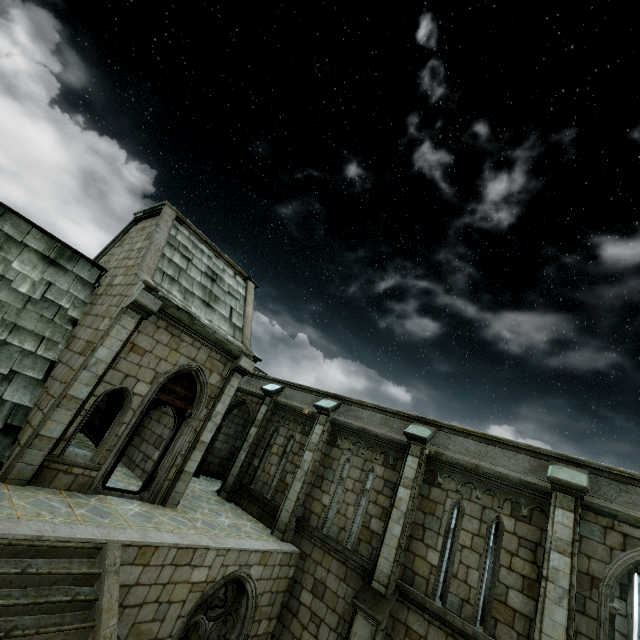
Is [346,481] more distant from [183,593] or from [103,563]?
[103,563]
